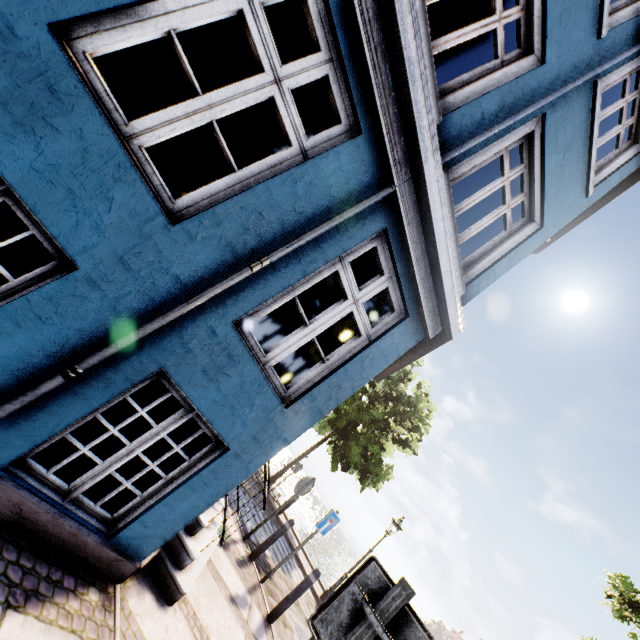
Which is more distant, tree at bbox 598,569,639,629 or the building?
tree at bbox 598,569,639,629

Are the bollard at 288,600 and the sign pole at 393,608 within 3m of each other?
no

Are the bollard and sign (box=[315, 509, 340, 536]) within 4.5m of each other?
yes

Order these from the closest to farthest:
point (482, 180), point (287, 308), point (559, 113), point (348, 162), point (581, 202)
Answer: point (348, 162)
point (559, 113)
point (581, 202)
point (287, 308)
point (482, 180)

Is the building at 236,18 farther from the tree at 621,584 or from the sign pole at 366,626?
the tree at 621,584

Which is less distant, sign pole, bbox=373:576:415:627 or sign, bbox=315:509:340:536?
sign pole, bbox=373:576:415:627

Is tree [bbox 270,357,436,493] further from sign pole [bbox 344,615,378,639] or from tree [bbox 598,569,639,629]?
sign pole [bbox 344,615,378,639]

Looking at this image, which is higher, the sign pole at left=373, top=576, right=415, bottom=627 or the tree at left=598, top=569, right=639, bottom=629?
the tree at left=598, top=569, right=639, bottom=629
